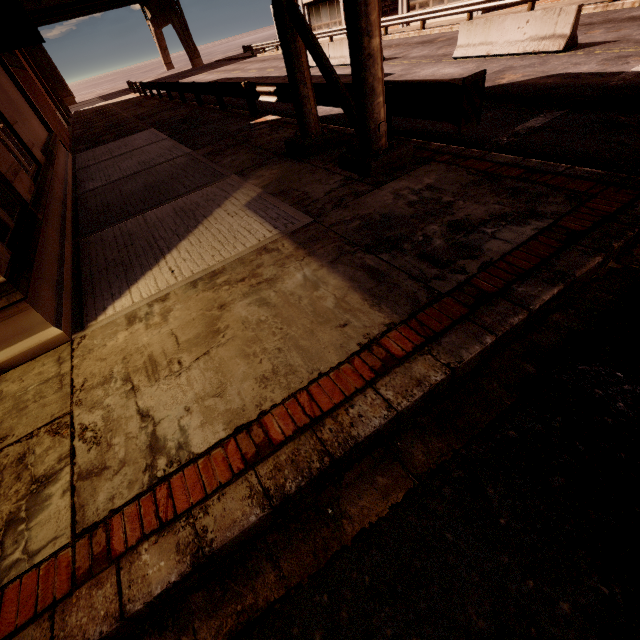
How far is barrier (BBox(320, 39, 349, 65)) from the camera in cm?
1662

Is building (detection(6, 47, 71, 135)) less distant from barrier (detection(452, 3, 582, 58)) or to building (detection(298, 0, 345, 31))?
barrier (detection(452, 3, 582, 58))

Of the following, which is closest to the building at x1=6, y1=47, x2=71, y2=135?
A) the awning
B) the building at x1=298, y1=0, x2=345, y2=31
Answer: the awning

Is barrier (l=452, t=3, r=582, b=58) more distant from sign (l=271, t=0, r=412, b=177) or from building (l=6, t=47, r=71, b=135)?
building (l=6, t=47, r=71, b=135)

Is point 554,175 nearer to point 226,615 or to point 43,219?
point 226,615

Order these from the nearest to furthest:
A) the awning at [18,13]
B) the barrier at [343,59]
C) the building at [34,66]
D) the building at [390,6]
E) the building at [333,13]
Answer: the awning at [18,13]
the barrier at [343,59]
the building at [34,66]
the building at [390,6]
the building at [333,13]

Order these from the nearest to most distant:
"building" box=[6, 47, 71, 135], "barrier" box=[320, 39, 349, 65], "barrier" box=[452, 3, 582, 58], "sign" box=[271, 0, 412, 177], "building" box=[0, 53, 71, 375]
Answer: "building" box=[0, 53, 71, 375] < "sign" box=[271, 0, 412, 177] < "barrier" box=[452, 3, 582, 58] < "barrier" box=[320, 39, 349, 65] < "building" box=[6, 47, 71, 135]

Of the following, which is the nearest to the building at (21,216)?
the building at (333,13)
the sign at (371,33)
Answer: the sign at (371,33)
